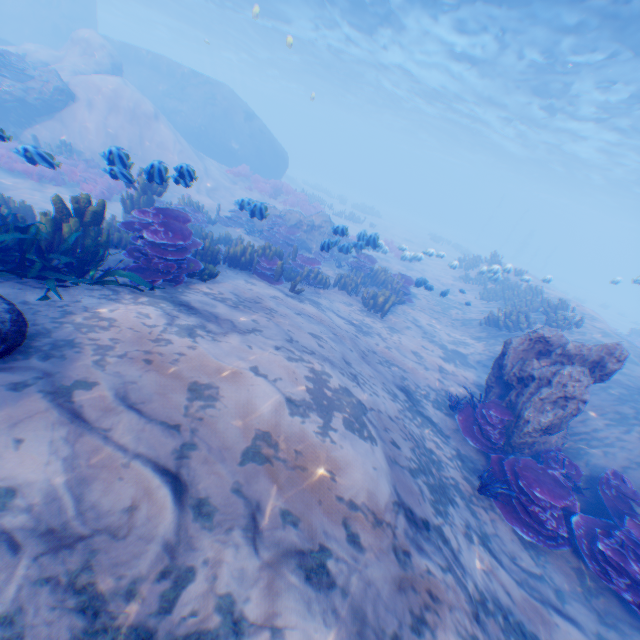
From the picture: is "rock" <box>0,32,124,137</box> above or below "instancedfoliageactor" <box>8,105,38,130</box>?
above

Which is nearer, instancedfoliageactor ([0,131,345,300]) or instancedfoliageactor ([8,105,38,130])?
instancedfoliageactor ([0,131,345,300])

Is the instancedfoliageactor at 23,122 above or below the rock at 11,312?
below

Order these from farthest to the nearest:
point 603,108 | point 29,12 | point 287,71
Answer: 1. point 287,71
2. point 29,12
3. point 603,108

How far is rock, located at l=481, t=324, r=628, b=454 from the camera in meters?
5.9

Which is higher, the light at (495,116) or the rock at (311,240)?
the light at (495,116)

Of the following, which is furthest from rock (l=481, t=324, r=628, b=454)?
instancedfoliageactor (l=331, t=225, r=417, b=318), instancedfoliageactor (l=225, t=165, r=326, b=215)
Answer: instancedfoliageactor (l=225, t=165, r=326, b=215)

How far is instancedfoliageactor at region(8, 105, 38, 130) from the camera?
14.1m
